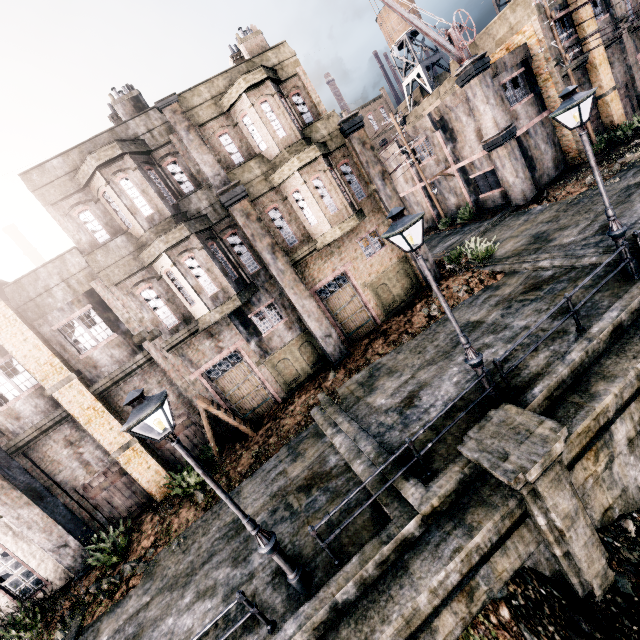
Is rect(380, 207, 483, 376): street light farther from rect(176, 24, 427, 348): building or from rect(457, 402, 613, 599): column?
rect(176, 24, 427, 348): building

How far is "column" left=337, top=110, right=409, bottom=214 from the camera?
15.4 meters

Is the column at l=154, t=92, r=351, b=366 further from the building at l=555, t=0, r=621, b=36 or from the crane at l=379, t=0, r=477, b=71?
the building at l=555, t=0, r=621, b=36

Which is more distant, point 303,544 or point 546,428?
point 303,544

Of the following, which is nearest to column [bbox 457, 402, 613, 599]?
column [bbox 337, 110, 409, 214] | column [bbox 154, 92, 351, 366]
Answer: column [bbox 154, 92, 351, 366]

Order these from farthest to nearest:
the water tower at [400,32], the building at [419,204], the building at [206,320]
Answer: the water tower at [400,32] → the building at [419,204] → the building at [206,320]

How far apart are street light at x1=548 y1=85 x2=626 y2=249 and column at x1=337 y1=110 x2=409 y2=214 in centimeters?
812cm

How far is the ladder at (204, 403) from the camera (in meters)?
13.88
